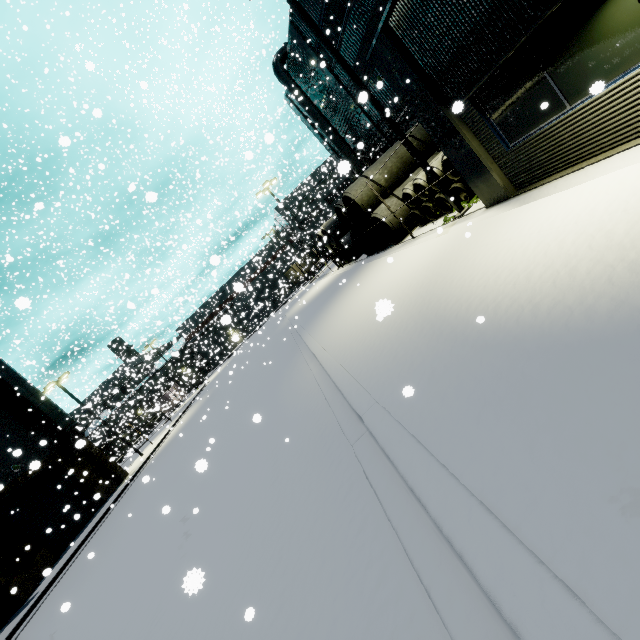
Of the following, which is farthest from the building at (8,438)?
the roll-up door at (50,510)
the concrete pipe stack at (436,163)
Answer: the concrete pipe stack at (436,163)

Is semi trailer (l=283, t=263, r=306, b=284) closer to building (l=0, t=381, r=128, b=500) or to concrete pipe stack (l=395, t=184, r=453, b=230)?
building (l=0, t=381, r=128, b=500)

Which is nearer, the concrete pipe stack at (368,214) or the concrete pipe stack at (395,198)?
the concrete pipe stack at (395,198)

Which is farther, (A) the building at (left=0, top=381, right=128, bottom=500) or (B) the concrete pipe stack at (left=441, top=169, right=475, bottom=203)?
(A) the building at (left=0, top=381, right=128, bottom=500)

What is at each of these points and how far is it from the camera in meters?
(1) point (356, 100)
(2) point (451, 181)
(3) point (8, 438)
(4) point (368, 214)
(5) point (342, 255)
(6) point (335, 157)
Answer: (1) building, 23.1 m
(2) concrete pipe stack, 11.1 m
(3) building, 20.5 m
(4) concrete pipe stack, 16.2 m
(5) concrete pipe stack, 27.9 m
(6) building, 31.5 m

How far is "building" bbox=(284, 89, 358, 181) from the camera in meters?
4.1 m

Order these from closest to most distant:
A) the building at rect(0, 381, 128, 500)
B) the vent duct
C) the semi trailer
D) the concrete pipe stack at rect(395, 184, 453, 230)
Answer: the concrete pipe stack at rect(395, 184, 453, 230) → the building at rect(0, 381, 128, 500) → the vent duct → the semi trailer
